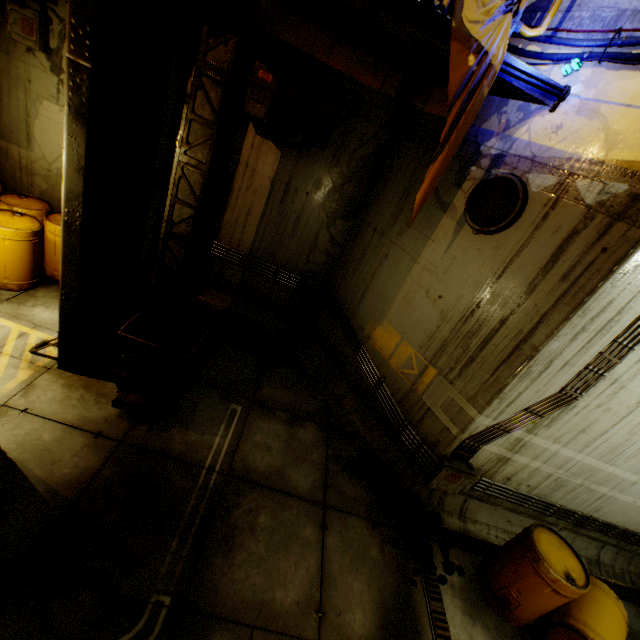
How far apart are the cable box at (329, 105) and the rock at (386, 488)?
5.92m

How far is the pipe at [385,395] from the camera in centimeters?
522cm

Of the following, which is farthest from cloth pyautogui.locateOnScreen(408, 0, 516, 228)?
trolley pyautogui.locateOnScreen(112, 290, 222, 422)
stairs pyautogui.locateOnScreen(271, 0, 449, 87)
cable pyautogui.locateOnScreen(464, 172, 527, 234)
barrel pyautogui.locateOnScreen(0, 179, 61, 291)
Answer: barrel pyautogui.locateOnScreen(0, 179, 61, 291)

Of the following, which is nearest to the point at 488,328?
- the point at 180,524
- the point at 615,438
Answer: the point at 615,438

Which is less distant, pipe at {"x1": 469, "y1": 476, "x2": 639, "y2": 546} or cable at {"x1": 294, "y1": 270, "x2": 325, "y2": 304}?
pipe at {"x1": 469, "y1": 476, "x2": 639, "y2": 546}

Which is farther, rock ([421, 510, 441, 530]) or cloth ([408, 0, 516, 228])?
rock ([421, 510, 441, 530])

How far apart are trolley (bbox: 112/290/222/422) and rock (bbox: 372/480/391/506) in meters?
3.4 m

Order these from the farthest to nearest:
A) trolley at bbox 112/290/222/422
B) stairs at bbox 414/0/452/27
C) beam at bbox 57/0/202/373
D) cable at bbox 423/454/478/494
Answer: cable at bbox 423/454/478/494 → trolley at bbox 112/290/222/422 → stairs at bbox 414/0/452/27 → beam at bbox 57/0/202/373
